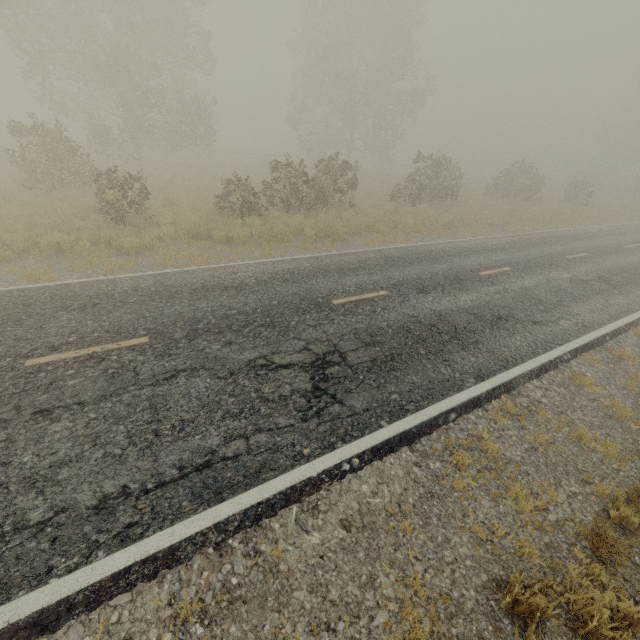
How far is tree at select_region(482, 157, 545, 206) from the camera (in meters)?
28.69

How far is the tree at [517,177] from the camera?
28.7m

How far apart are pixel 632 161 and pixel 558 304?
61.5 meters
